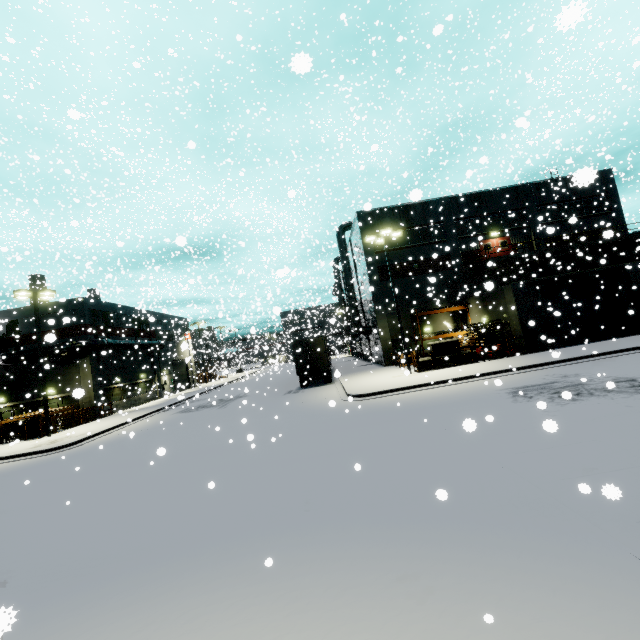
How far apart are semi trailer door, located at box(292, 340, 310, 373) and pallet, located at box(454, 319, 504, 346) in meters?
11.6

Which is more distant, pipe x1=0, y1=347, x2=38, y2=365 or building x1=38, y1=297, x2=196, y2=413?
building x1=38, y1=297, x2=196, y2=413

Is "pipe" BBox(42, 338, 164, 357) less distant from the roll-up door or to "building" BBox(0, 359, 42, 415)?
"building" BBox(0, 359, 42, 415)

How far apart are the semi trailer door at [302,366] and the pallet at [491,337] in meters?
11.6 m

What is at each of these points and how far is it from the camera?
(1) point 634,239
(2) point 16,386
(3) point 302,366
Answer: (1) balcony, 29.6 meters
(2) building, 28.6 meters
(3) semi trailer door, 25.5 meters

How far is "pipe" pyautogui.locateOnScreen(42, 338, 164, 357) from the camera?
27.3m

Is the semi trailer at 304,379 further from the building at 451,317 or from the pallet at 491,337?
the pallet at 491,337

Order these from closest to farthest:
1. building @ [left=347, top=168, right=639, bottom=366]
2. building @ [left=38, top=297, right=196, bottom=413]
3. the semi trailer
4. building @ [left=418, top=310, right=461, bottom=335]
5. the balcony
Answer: building @ [left=347, top=168, right=639, bottom=366] → the semi trailer → the balcony → building @ [left=38, top=297, right=196, bottom=413] → building @ [left=418, top=310, right=461, bottom=335]
